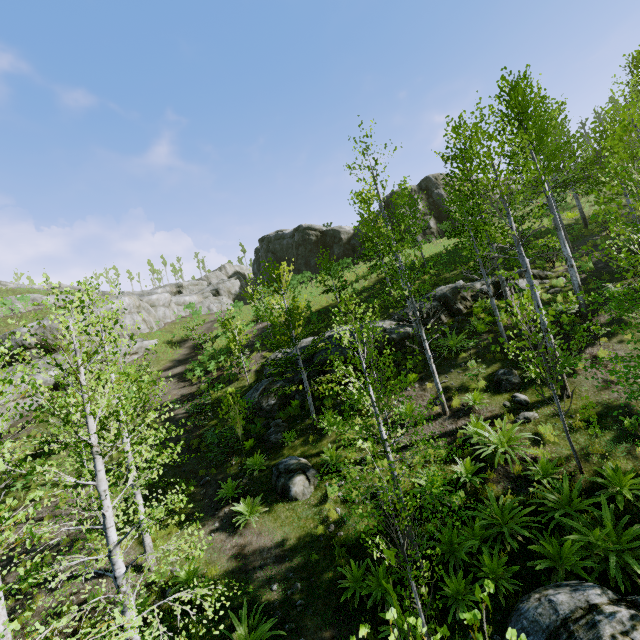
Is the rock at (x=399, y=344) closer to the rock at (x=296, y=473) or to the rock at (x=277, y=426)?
the rock at (x=277, y=426)

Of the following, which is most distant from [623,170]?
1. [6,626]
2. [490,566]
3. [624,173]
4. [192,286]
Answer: [192,286]

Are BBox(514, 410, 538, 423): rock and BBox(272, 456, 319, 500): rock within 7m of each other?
yes

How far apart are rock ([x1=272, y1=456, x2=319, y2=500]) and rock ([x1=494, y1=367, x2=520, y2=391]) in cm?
694

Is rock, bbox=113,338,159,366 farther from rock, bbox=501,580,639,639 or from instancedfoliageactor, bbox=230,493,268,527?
rock, bbox=501,580,639,639

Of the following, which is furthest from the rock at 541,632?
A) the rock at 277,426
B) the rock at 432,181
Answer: the rock at 432,181

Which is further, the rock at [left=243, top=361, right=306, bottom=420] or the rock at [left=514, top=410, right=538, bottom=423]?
the rock at [left=243, top=361, right=306, bottom=420]

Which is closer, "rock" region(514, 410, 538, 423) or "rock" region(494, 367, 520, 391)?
"rock" region(514, 410, 538, 423)
